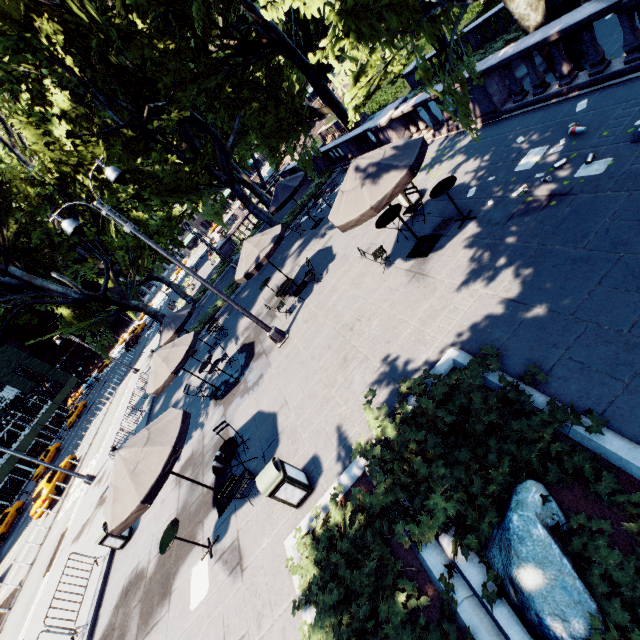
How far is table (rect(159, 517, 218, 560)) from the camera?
7.0 meters

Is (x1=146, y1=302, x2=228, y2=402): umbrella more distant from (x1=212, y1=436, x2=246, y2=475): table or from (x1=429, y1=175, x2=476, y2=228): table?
(x1=429, y1=175, x2=476, y2=228): table

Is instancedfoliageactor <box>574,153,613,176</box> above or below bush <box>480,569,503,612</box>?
below

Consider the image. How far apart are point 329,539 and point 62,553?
17.5 meters

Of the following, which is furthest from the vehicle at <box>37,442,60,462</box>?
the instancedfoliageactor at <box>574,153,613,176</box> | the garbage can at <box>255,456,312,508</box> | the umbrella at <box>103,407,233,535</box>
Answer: the instancedfoliageactor at <box>574,153,613,176</box>

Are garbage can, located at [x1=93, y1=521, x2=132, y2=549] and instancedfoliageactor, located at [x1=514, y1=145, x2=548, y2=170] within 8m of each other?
no

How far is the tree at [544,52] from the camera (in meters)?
8.96

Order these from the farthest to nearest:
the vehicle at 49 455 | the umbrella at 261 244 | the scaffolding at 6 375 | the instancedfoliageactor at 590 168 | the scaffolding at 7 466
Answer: the scaffolding at 6 375 → the scaffolding at 7 466 → the vehicle at 49 455 → the umbrella at 261 244 → the instancedfoliageactor at 590 168
